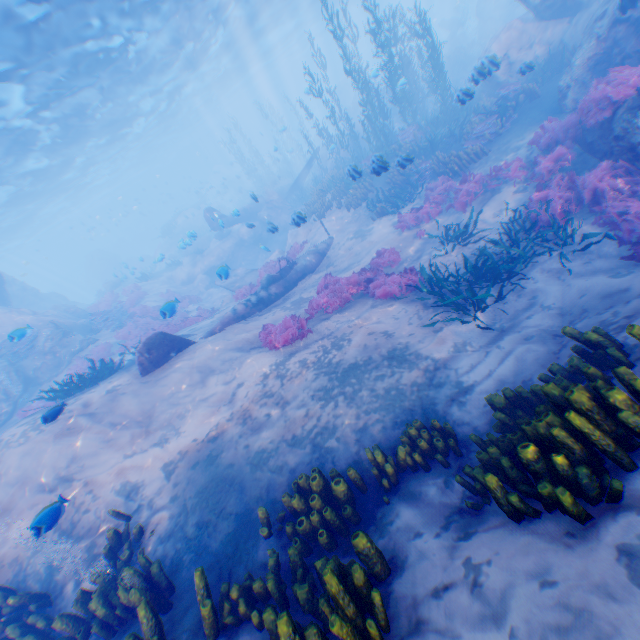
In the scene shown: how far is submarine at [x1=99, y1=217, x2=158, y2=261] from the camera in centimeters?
5775cm

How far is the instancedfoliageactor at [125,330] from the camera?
10.3 meters

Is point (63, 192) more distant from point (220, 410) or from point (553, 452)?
point (553, 452)

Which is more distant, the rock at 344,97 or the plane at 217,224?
the rock at 344,97

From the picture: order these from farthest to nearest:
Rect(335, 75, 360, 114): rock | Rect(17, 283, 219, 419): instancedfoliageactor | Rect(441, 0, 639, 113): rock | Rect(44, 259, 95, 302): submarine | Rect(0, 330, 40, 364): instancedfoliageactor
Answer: Rect(44, 259, 95, 302): submarine < Rect(335, 75, 360, 114): rock < Rect(0, 330, 40, 364): instancedfoliageactor < Rect(17, 283, 219, 419): instancedfoliageactor < Rect(441, 0, 639, 113): rock

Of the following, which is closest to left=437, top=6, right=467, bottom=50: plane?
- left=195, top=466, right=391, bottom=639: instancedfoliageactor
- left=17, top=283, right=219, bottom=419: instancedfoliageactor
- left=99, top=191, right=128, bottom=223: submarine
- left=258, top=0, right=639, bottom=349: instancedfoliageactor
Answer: left=99, top=191, right=128, bottom=223: submarine

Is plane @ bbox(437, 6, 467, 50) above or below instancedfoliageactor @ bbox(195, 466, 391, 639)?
above

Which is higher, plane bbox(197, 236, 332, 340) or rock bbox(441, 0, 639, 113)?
rock bbox(441, 0, 639, 113)
